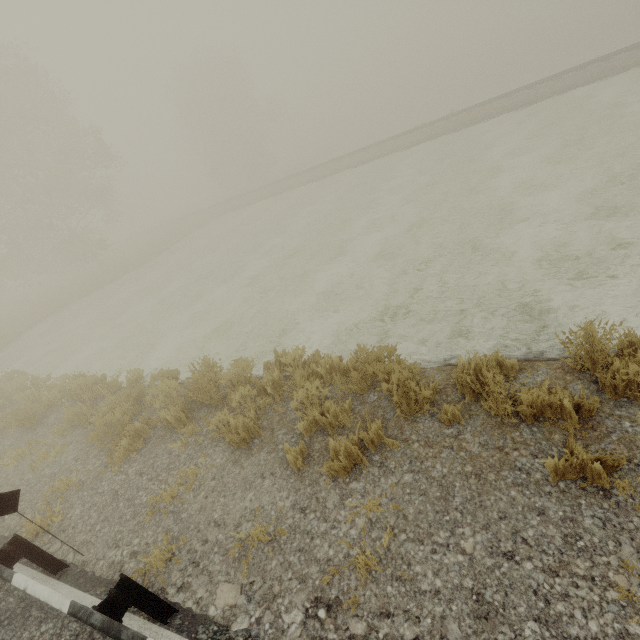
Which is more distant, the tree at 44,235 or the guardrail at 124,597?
the tree at 44,235

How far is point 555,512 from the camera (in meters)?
2.76

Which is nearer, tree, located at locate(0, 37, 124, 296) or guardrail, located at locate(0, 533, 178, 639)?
guardrail, located at locate(0, 533, 178, 639)

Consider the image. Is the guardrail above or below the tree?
below

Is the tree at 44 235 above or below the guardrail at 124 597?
above
